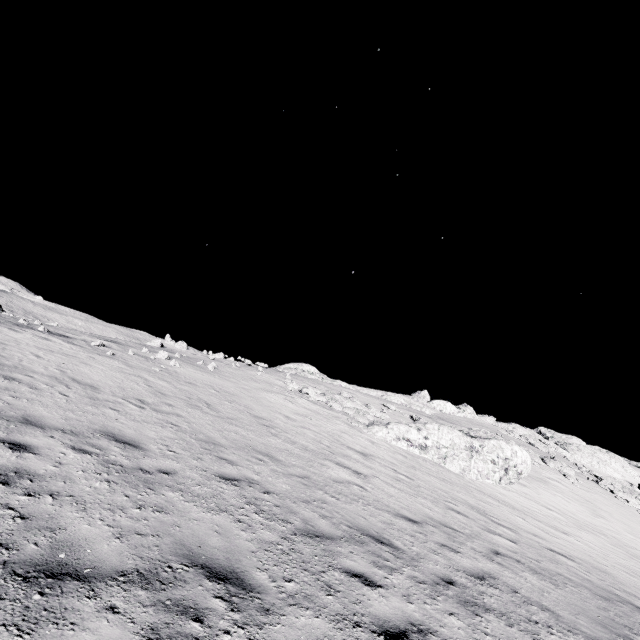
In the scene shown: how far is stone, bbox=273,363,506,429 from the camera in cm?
3528

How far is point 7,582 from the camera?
2.80m

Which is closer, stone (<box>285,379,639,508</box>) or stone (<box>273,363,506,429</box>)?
stone (<box>285,379,639,508</box>)

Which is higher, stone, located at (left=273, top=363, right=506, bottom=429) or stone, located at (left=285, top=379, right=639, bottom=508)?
stone, located at (left=273, top=363, right=506, bottom=429)

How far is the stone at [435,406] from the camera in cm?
3528

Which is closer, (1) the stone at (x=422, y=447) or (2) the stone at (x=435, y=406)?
(1) the stone at (x=422, y=447)
